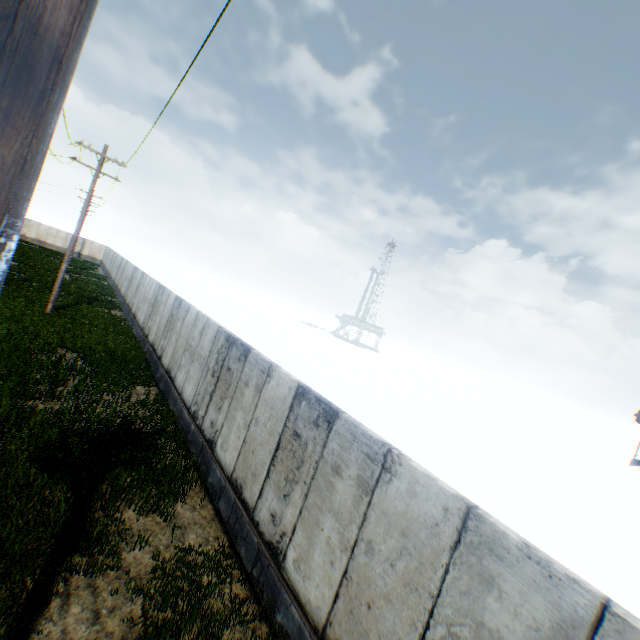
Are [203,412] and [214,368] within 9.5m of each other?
yes
